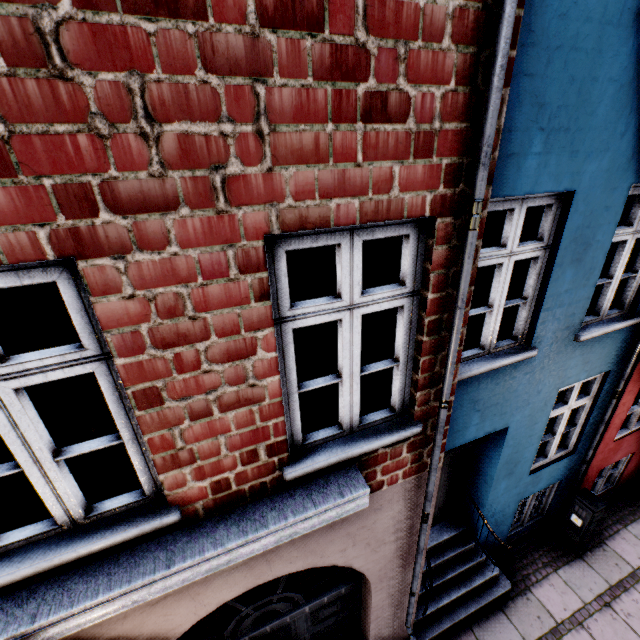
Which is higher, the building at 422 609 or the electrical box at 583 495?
the building at 422 609

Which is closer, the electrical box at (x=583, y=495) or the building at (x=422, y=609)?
the building at (x=422, y=609)

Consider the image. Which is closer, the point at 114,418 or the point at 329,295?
the point at 114,418

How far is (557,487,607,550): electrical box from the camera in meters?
5.6 m

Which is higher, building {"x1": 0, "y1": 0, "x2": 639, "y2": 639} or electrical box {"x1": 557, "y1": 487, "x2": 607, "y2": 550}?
building {"x1": 0, "y1": 0, "x2": 639, "y2": 639}

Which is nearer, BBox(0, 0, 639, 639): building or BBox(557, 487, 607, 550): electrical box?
→ BBox(0, 0, 639, 639): building
